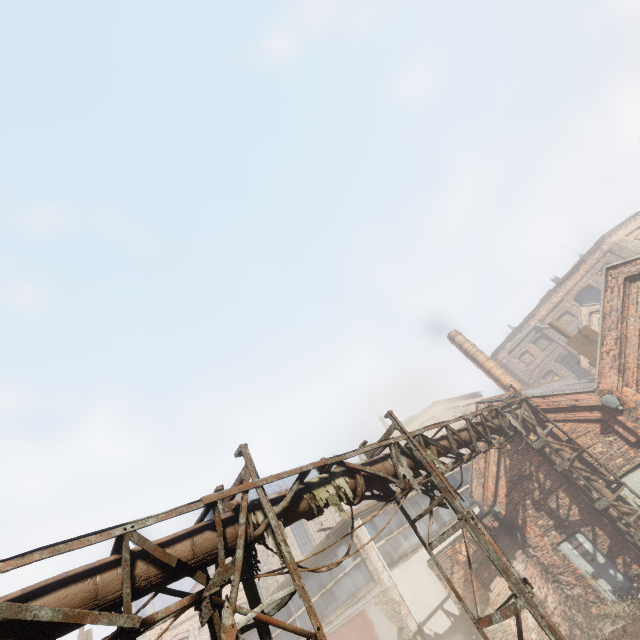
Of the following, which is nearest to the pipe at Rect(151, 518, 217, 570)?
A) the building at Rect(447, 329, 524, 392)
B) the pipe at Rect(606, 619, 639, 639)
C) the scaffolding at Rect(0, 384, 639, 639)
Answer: the scaffolding at Rect(0, 384, 639, 639)

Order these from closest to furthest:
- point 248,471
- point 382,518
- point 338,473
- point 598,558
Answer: point 248,471
point 338,473
point 598,558
point 382,518

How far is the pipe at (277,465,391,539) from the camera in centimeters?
508cm

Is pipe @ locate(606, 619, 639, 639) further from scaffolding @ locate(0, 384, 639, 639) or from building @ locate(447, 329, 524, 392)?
building @ locate(447, 329, 524, 392)

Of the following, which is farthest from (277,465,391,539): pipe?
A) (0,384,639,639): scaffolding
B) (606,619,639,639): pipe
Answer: (606,619,639,639): pipe

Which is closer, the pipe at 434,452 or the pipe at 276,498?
the pipe at 276,498

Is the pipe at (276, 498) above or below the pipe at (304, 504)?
above
